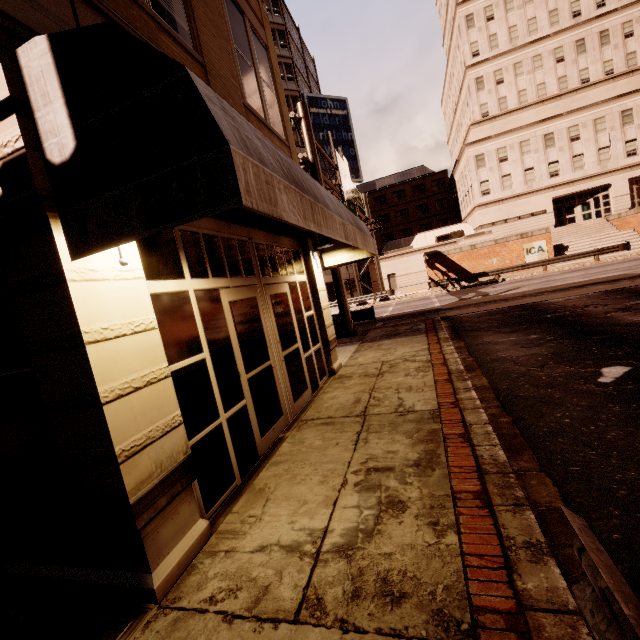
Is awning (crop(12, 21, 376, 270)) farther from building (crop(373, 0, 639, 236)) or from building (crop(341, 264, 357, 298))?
building (crop(373, 0, 639, 236))

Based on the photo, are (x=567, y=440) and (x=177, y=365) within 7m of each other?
yes

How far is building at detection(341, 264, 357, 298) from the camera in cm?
4502

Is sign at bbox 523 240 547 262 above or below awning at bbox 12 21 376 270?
below

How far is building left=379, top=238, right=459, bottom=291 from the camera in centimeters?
4058cm

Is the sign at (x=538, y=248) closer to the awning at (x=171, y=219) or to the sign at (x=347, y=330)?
the sign at (x=347, y=330)

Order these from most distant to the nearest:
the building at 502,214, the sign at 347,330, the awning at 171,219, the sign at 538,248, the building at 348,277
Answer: the building at 348,277 < the building at 502,214 < the sign at 538,248 < the sign at 347,330 < the awning at 171,219

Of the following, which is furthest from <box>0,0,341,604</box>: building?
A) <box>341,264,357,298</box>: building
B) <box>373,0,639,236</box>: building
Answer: <box>373,0,639,236</box>: building
